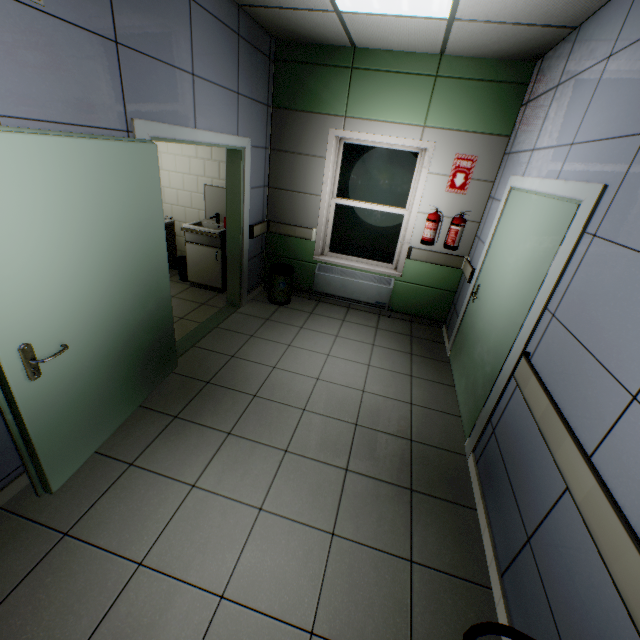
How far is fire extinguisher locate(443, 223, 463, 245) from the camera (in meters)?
4.13

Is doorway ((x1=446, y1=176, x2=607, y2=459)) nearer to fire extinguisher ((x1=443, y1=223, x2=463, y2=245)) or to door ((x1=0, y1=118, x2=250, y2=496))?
fire extinguisher ((x1=443, y1=223, x2=463, y2=245))

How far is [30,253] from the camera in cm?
160

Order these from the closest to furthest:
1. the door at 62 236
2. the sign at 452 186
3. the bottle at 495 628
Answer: the bottle at 495 628 → the door at 62 236 → the sign at 452 186

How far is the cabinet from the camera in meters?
4.7

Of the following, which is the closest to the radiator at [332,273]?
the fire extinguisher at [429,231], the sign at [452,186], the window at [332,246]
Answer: the window at [332,246]

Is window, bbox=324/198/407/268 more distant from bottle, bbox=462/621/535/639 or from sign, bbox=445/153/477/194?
bottle, bbox=462/621/535/639

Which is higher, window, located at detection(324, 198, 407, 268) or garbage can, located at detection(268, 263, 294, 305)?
window, located at detection(324, 198, 407, 268)
